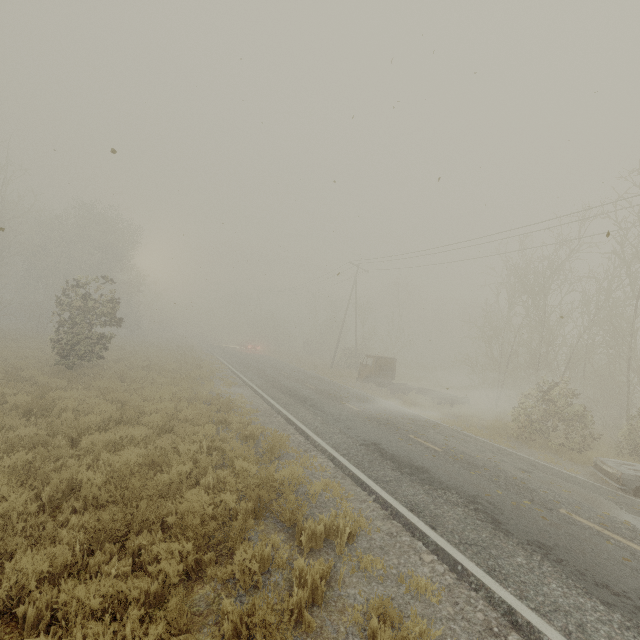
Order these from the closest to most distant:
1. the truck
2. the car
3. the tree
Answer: the car < the truck < the tree

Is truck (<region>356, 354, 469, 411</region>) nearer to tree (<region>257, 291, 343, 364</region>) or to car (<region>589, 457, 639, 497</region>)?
car (<region>589, 457, 639, 497</region>)

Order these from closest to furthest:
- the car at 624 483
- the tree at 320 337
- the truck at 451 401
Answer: the car at 624 483 < the truck at 451 401 < the tree at 320 337

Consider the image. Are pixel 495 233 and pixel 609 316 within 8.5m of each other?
yes

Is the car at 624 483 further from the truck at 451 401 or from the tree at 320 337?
the tree at 320 337

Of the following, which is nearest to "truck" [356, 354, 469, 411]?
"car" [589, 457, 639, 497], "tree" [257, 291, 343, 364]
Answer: "car" [589, 457, 639, 497]
